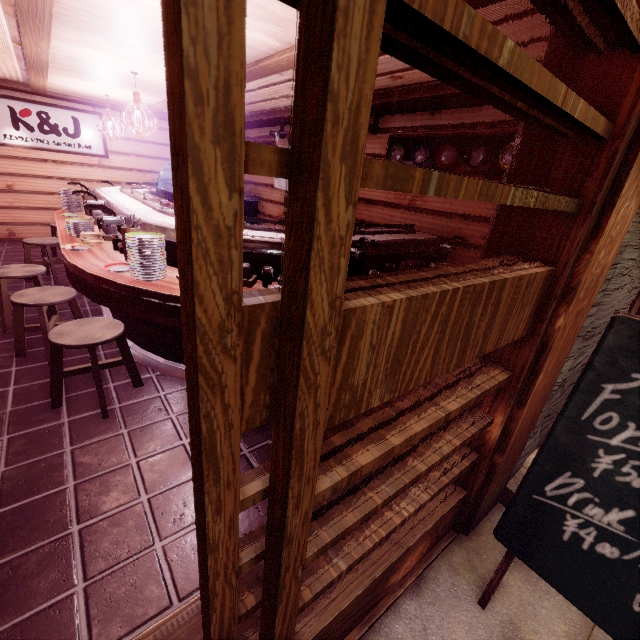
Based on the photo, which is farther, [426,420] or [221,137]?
[426,420]

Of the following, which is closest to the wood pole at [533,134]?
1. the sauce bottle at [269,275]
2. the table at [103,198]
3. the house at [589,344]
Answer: the house at [589,344]

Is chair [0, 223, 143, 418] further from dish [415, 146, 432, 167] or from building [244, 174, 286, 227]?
dish [415, 146, 432, 167]

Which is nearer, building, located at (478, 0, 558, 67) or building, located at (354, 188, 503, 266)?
building, located at (478, 0, 558, 67)

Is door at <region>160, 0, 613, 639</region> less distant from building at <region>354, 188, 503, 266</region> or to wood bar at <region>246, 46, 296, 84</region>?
wood bar at <region>246, 46, 296, 84</region>

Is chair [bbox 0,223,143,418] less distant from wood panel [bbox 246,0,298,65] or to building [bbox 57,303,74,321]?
building [bbox 57,303,74,321]

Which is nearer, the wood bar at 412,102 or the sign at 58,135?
the wood bar at 412,102

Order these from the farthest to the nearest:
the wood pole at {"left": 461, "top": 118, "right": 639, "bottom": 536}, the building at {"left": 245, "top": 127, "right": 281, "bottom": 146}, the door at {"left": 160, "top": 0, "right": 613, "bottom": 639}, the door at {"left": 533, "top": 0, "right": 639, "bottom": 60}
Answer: → the building at {"left": 245, "top": 127, "right": 281, "bottom": 146}, the wood pole at {"left": 461, "top": 118, "right": 639, "bottom": 536}, the door at {"left": 533, "top": 0, "right": 639, "bottom": 60}, the door at {"left": 160, "top": 0, "right": 613, "bottom": 639}
